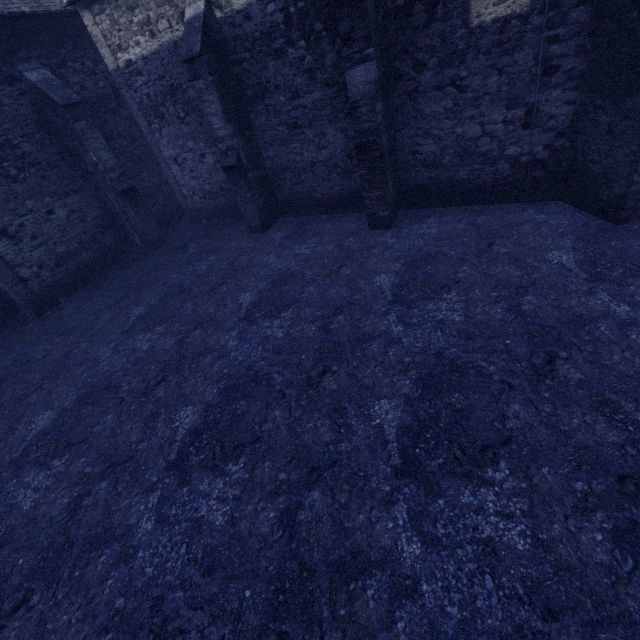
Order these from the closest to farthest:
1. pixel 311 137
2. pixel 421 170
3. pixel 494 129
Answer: pixel 494 129, pixel 421 170, pixel 311 137
